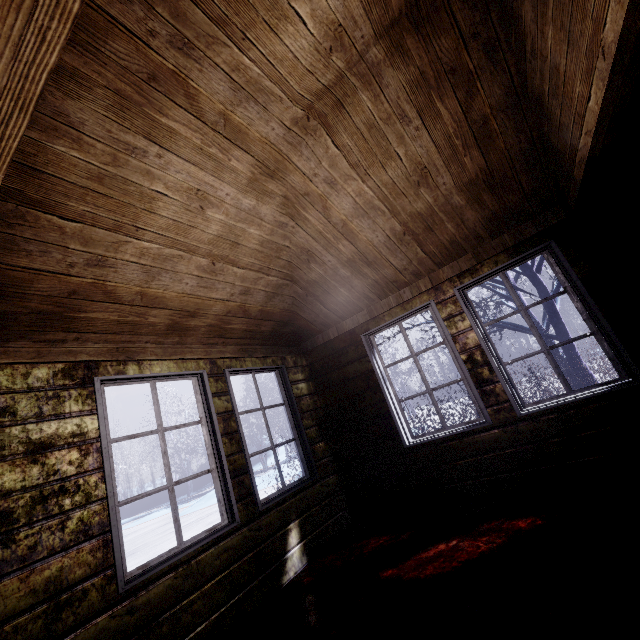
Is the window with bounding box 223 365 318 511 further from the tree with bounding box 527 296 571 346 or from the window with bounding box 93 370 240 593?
the tree with bounding box 527 296 571 346

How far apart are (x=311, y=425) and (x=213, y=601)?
1.80m

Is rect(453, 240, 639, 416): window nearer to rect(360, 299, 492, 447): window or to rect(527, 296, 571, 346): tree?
rect(360, 299, 492, 447): window

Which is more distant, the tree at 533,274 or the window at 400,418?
the tree at 533,274

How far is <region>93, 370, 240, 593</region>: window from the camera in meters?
1.9

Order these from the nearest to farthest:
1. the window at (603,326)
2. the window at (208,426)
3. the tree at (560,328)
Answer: the window at (208,426), the window at (603,326), the tree at (560,328)

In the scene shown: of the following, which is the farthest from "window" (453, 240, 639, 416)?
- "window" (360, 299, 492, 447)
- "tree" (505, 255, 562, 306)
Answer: "tree" (505, 255, 562, 306)

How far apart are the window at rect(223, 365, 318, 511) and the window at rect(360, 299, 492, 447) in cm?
100
